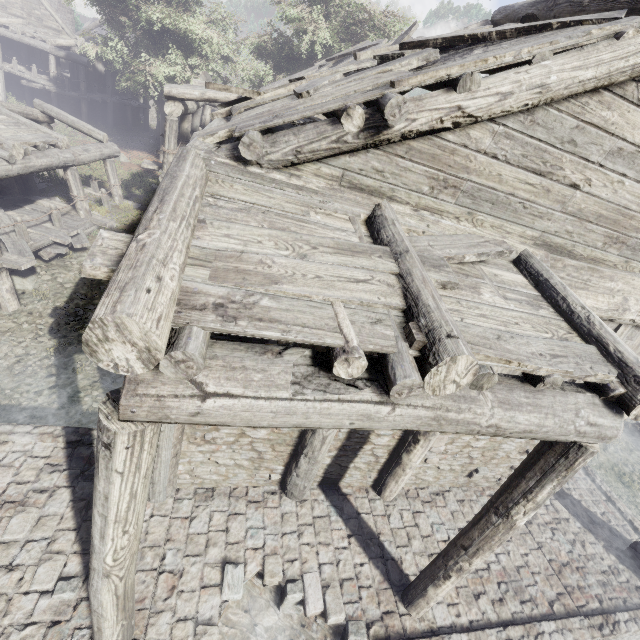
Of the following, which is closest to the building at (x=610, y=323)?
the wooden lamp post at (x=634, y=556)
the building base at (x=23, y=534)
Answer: the building base at (x=23, y=534)

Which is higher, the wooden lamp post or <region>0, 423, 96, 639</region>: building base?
the wooden lamp post

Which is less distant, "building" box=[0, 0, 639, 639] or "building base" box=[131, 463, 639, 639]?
"building" box=[0, 0, 639, 639]

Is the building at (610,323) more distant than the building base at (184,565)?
No

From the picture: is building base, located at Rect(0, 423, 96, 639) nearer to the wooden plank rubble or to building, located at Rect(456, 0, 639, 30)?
building, located at Rect(456, 0, 639, 30)

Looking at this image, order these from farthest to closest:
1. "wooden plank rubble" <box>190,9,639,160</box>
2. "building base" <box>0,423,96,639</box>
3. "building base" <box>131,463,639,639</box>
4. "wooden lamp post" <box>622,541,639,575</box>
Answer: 1. "wooden lamp post" <box>622,541,639,575</box>
2. "building base" <box>131,463,639,639</box>
3. "building base" <box>0,423,96,639</box>
4. "wooden plank rubble" <box>190,9,639,160</box>

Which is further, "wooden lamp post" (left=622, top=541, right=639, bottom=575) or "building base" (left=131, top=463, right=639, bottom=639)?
"wooden lamp post" (left=622, top=541, right=639, bottom=575)

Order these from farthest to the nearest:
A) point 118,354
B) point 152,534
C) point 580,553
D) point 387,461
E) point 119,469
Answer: point 580,553 → point 387,461 → point 152,534 → point 119,469 → point 118,354
